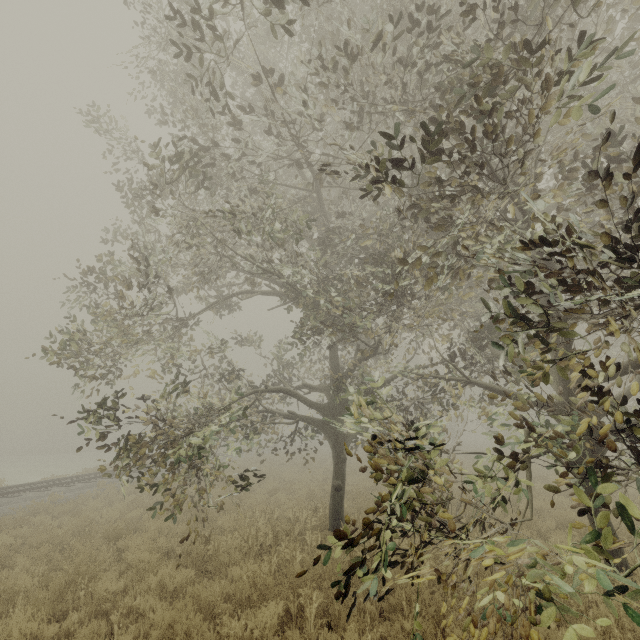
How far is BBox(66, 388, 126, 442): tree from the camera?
5.8m

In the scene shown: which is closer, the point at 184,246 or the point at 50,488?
the point at 184,246

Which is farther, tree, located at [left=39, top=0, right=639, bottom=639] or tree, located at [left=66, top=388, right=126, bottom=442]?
tree, located at [left=66, top=388, right=126, bottom=442]

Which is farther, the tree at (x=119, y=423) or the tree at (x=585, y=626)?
the tree at (x=119, y=423)

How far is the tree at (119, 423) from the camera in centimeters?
584cm
